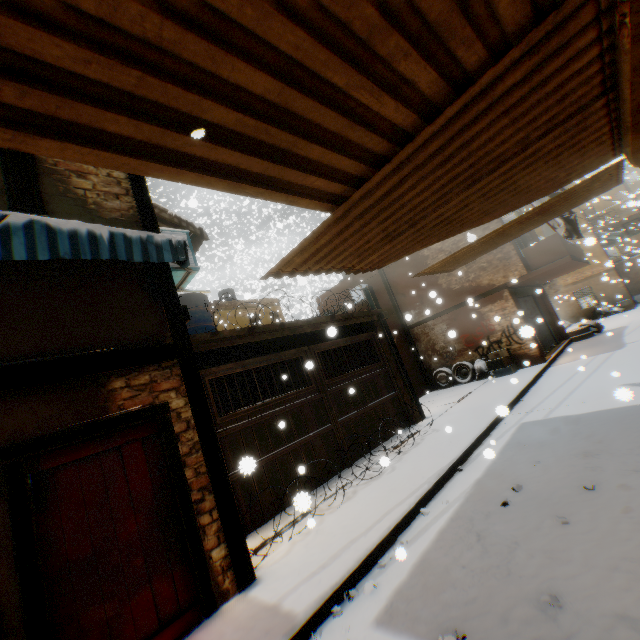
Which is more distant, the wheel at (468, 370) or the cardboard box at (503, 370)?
the wheel at (468, 370)

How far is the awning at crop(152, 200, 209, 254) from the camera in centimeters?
631cm

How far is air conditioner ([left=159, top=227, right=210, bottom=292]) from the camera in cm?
552

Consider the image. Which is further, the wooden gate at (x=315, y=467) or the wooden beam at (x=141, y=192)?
the wooden gate at (x=315, y=467)

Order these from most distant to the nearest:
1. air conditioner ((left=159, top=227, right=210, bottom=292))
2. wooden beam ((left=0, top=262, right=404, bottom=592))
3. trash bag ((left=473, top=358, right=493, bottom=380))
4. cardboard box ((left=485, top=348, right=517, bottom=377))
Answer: trash bag ((left=473, top=358, right=493, bottom=380)), cardboard box ((left=485, top=348, right=517, bottom=377)), air conditioner ((left=159, top=227, right=210, bottom=292)), wooden beam ((left=0, top=262, right=404, bottom=592))

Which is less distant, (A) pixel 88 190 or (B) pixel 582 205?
(A) pixel 88 190

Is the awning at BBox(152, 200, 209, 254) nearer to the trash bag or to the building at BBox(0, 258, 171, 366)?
the building at BBox(0, 258, 171, 366)

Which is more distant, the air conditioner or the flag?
the flag
